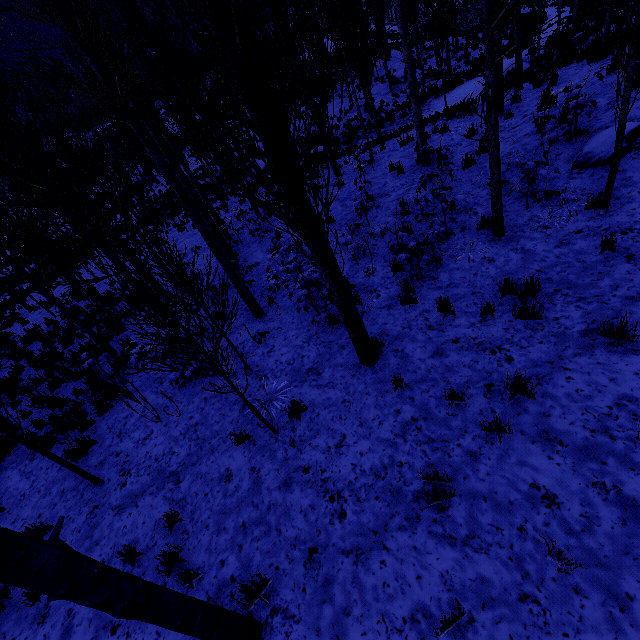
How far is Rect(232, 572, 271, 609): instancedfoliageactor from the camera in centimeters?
346cm

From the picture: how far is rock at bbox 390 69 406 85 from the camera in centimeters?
2352cm

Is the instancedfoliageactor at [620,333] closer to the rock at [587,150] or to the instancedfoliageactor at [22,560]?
the rock at [587,150]

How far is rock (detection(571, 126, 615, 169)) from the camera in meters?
6.2 m

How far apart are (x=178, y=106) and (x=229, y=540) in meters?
19.7

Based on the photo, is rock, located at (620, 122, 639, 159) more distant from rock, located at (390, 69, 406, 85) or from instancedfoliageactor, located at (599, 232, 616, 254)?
rock, located at (390, 69, 406, 85)

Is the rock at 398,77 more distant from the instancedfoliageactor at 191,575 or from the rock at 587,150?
the rock at 587,150

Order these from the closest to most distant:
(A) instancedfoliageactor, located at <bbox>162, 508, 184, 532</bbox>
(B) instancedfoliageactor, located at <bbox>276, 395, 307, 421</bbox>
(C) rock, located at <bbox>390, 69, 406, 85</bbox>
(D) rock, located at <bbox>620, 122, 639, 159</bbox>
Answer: (A) instancedfoliageactor, located at <bbox>162, 508, 184, 532</bbox>, (B) instancedfoliageactor, located at <bbox>276, 395, 307, 421</bbox>, (D) rock, located at <bbox>620, 122, 639, 159</bbox>, (C) rock, located at <bbox>390, 69, 406, 85</bbox>
